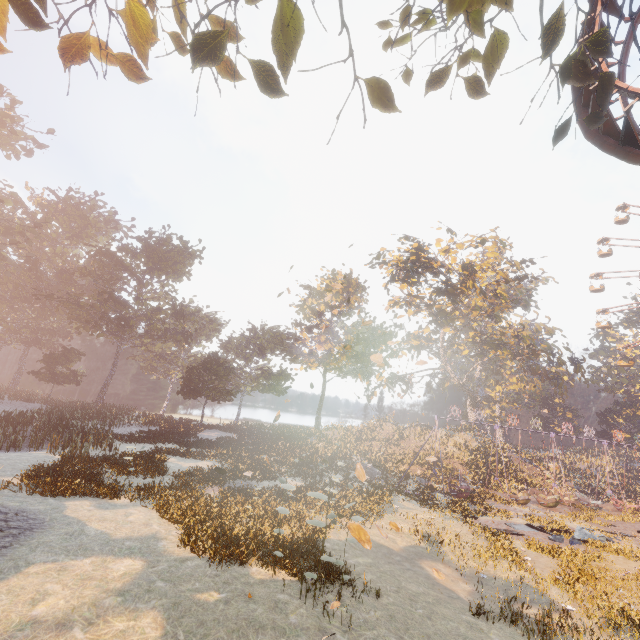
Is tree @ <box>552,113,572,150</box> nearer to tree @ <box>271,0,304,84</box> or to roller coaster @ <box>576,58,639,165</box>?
tree @ <box>271,0,304,84</box>

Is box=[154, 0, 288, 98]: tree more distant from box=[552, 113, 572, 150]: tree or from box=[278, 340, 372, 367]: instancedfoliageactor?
box=[278, 340, 372, 367]: instancedfoliageactor

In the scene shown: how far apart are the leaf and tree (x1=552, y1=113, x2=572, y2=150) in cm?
757

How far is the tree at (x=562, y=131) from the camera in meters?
6.1

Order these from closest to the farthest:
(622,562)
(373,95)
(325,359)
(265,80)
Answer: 1. (265,80)
2. (373,95)
3. (622,562)
4. (325,359)

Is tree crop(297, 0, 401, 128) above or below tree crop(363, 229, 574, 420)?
below

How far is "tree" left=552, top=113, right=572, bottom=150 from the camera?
6.1m

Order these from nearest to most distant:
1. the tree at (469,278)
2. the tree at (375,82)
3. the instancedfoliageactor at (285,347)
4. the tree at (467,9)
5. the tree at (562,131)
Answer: the tree at (375,82)
the tree at (467,9)
the tree at (562,131)
the tree at (469,278)
the instancedfoliageactor at (285,347)
